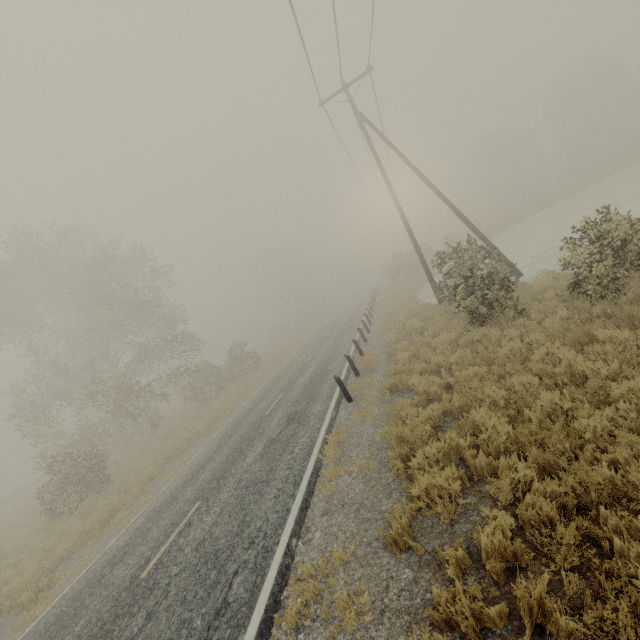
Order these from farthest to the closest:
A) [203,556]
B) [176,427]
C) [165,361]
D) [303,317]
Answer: [303,317], [165,361], [176,427], [203,556]
